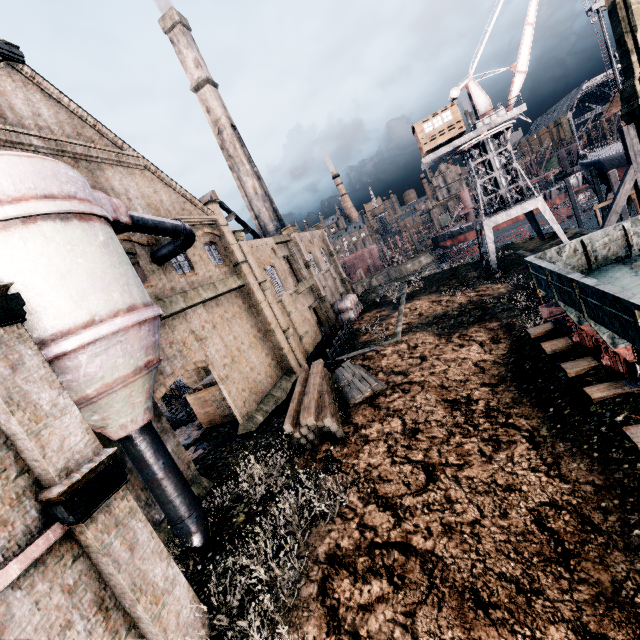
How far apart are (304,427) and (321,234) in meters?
36.9

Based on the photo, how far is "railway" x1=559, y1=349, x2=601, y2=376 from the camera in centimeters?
1120cm

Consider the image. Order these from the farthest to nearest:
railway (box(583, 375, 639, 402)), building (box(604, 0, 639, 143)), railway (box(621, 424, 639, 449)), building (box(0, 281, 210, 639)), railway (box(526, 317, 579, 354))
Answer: building (box(604, 0, 639, 143)) → railway (box(526, 317, 579, 354)) → railway (box(583, 375, 639, 402)) → railway (box(621, 424, 639, 449)) → building (box(0, 281, 210, 639))

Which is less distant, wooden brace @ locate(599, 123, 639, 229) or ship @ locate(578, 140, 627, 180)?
wooden brace @ locate(599, 123, 639, 229)

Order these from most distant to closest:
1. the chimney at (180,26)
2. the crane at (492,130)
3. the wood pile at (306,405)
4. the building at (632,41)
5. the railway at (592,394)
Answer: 1. the chimney at (180,26)
2. the crane at (492,130)
3. the wood pile at (306,405)
4. the building at (632,41)
5. the railway at (592,394)

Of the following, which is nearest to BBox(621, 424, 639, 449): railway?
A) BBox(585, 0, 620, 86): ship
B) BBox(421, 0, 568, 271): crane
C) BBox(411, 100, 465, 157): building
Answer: BBox(585, 0, 620, 86): ship

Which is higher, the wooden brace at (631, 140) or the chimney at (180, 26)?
the chimney at (180, 26)

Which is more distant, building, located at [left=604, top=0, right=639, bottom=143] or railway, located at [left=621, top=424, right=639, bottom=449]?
building, located at [left=604, top=0, right=639, bottom=143]
